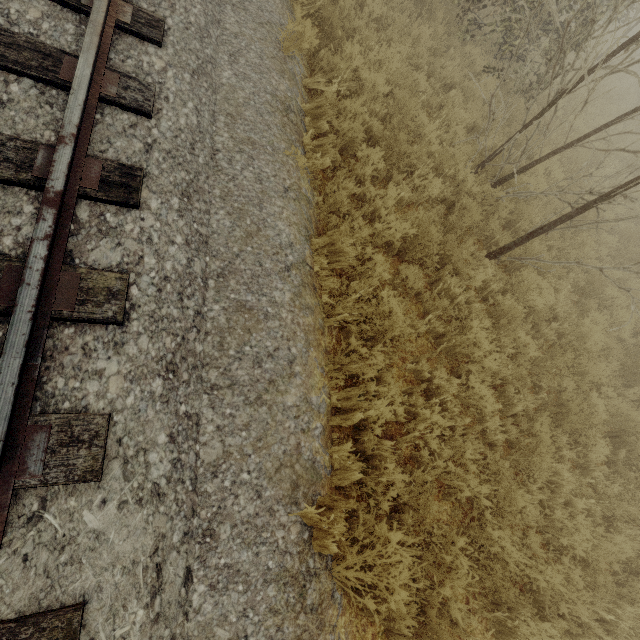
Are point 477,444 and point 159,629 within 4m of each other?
yes
